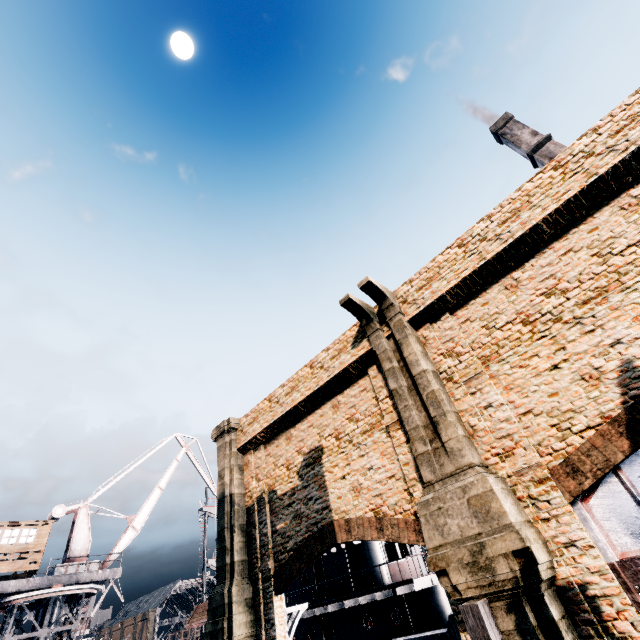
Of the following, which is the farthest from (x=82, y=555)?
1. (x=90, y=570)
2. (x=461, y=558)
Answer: (x=461, y=558)

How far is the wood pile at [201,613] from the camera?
29.69m

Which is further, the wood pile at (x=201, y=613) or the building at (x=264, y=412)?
the wood pile at (x=201, y=613)

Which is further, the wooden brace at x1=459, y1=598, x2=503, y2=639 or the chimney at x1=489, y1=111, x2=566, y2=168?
the chimney at x1=489, y1=111, x2=566, y2=168

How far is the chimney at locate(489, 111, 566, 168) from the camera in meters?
45.0

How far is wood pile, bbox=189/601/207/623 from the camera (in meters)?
29.69

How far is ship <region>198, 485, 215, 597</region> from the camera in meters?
39.0

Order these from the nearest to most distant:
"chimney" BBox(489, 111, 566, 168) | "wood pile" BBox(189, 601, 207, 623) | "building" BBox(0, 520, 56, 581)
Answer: "building" BBox(0, 520, 56, 581)
"wood pile" BBox(189, 601, 207, 623)
"chimney" BBox(489, 111, 566, 168)
